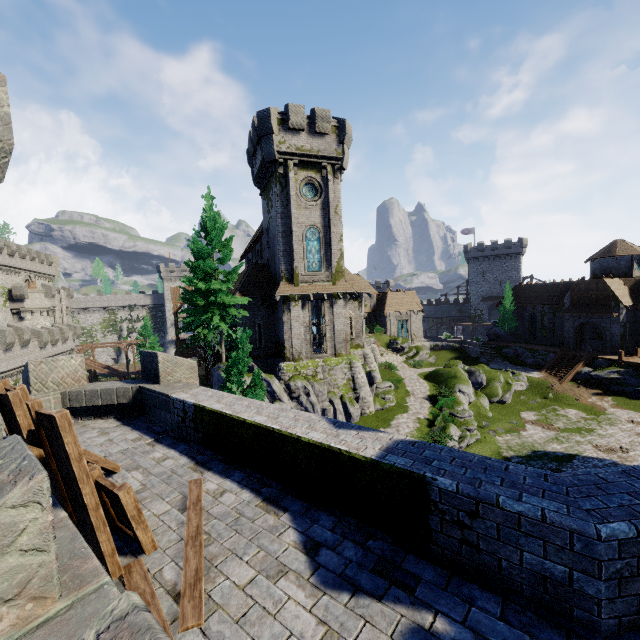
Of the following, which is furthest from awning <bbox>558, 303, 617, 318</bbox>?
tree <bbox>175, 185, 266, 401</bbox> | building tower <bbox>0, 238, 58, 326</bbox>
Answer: building tower <bbox>0, 238, 58, 326</bbox>

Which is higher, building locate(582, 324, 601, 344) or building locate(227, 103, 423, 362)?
building locate(227, 103, 423, 362)

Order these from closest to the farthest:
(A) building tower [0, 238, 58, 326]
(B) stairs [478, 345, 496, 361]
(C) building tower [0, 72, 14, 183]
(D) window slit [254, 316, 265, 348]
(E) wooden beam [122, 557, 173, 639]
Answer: (E) wooden beam [122, 557, 173, 639]
(C) building tower [0, 72, 14, 183]
(D) window slit [254, 316, 265, 348]
(A) building tower [0, 238, 58, 326]
(B) stairs [478, 345, 496, 361]

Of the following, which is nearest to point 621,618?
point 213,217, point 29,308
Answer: point 213,217

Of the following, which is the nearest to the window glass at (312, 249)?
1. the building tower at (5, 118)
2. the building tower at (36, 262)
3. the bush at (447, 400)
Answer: the bush at (447, 400)

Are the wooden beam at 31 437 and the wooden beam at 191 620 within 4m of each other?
yes

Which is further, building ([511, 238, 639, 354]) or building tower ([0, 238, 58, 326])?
building tower ([0, 238, 58, 326])

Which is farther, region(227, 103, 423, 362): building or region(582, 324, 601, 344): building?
region(582, 324, 601, 344): building
